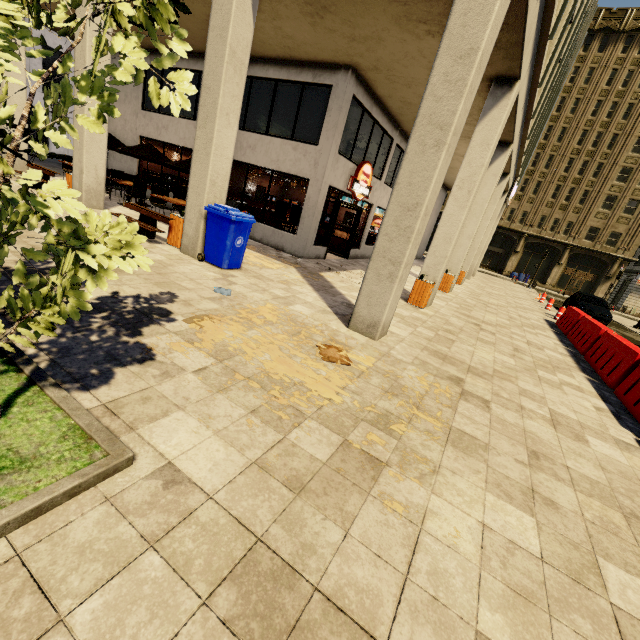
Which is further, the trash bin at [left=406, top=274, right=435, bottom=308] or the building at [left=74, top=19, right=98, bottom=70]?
the trash bin at [left=406, top=274, right=435, bottom=308]

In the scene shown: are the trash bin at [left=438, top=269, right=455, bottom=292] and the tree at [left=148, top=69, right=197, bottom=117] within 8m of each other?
no

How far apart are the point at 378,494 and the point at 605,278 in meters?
48.9 m

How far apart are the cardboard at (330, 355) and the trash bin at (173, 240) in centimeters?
521cm

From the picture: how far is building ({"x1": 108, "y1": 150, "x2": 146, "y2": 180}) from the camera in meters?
15.3

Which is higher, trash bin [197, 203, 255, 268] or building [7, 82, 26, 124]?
building [7, 82, 26, 124]

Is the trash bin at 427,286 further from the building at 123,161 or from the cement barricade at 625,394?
the cement barricade at 625,394

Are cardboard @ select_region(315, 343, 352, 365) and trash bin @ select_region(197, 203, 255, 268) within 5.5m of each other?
yes
